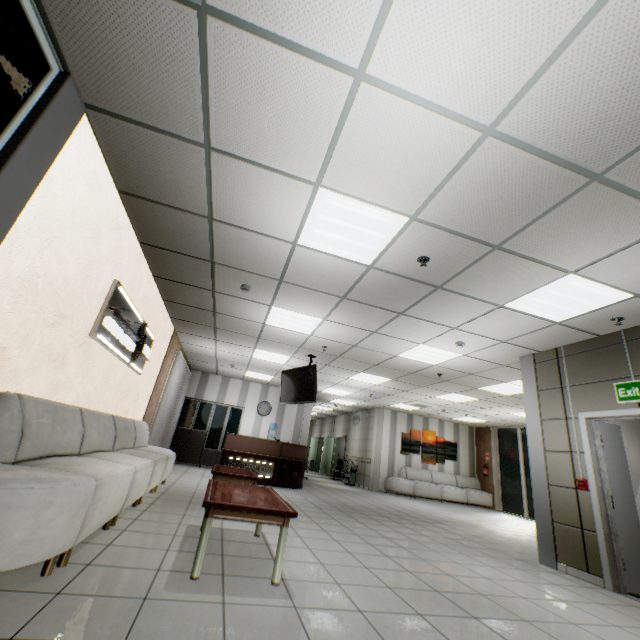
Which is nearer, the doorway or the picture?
the doorway

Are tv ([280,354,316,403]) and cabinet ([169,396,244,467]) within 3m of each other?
no

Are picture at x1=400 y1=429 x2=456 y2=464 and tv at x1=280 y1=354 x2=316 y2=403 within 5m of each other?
no

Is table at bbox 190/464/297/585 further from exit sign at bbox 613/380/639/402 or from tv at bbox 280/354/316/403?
exit sign at bbox 613/380/639/402

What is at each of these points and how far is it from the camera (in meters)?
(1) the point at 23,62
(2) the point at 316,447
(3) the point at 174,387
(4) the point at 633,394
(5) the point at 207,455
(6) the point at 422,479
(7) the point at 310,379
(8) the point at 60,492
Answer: (1) doorway, 2.06
(2) door, 21.09
(3) blinds, 9.01
(4) exit sign, 4.25
(5) cabinet, 11.15
(6) sofa, 13.30
(7) tv, 7.36
(8) sofa, 2.09

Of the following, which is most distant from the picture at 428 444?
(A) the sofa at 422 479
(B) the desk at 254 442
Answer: (B) the desk at 254 442

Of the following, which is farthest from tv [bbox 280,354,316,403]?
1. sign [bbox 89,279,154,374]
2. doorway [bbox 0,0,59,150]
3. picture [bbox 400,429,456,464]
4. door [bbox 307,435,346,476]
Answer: door [bbox 307,435,346,476]

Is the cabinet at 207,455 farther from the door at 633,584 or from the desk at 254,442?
the door at 633,584
